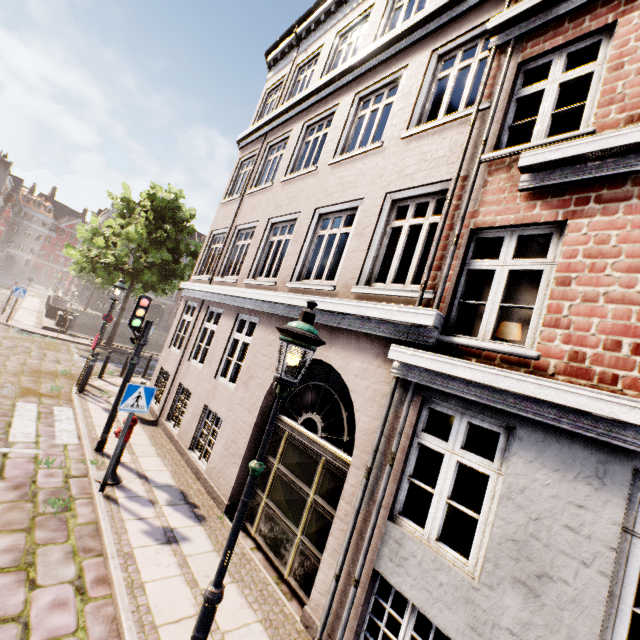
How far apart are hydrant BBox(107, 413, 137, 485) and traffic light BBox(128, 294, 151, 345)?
1.64m

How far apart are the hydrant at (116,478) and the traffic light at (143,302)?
1.6m

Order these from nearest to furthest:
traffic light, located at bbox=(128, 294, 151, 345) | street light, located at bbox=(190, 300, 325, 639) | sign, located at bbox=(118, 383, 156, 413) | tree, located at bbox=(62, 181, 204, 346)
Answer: street light, located at bbox=(190, 300, 325, 639) < sign, located at bbox=(118, 383, 156, 413) < traffic light, located at bbox=(128, 294, 151, 345) < tree, located at bbox=(62, 181, 204, 346)

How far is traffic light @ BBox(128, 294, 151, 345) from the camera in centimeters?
701cm

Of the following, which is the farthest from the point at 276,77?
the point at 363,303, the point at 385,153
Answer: the point at 363,303

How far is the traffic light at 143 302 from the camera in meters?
7.0 m

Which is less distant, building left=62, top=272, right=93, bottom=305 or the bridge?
the bridge

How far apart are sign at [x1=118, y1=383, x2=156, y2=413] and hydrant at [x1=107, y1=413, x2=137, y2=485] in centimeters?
49cm
